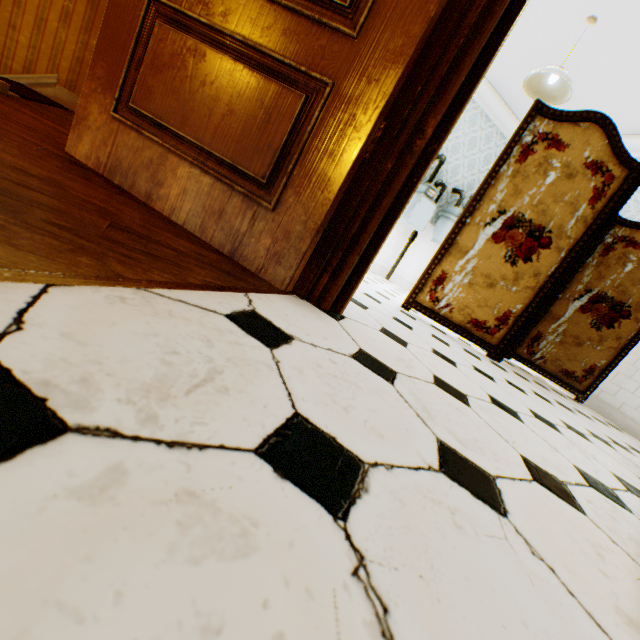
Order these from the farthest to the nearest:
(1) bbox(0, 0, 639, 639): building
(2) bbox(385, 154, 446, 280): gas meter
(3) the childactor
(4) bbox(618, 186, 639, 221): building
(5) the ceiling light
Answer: (2) bbox(385, 154, 446, 280): gas meter
(4) bbox(618, 186, 639, 221): building
(5) the ceiling light
(3) the childactor
(1) bbox(0, 0, 639, 639): building

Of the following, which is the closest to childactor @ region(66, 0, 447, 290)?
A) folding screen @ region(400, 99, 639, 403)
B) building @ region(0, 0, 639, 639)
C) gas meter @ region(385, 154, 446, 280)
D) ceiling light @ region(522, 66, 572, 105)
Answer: building @ region(0, 0, 639, 639)

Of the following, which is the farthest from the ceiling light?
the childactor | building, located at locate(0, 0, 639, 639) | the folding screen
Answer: the childactor

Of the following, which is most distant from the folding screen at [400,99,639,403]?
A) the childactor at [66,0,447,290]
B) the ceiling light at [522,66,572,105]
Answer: the childactor at [66,0,447,290]

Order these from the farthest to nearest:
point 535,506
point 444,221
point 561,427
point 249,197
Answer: point 444,221 → point 561,427 → point 249,197 → point 535,506

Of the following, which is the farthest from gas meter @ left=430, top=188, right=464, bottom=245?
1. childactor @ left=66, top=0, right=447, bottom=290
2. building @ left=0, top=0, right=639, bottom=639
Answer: childactor @ left=66, top=0, right=447, bottom=290

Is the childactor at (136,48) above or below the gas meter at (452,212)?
below

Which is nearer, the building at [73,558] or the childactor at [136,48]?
the building at [73,558]
